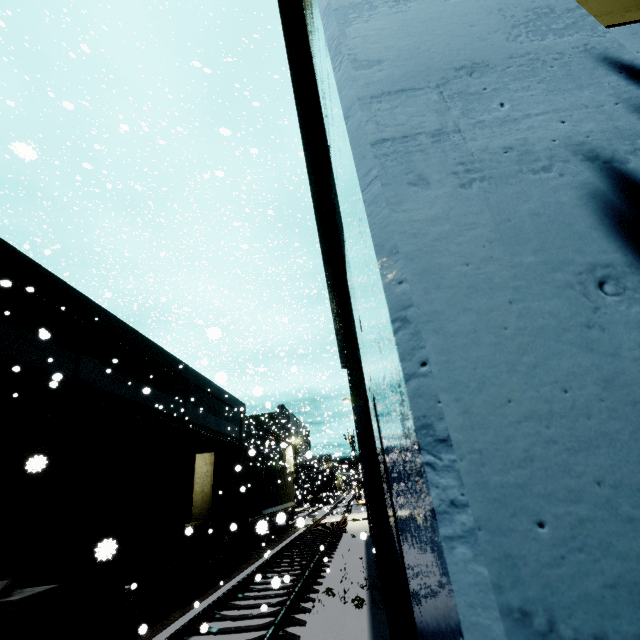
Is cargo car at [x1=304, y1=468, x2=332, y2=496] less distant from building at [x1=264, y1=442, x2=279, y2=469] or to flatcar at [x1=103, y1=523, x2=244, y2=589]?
building at [x1=264, y1=442, x2=279, y2=469]

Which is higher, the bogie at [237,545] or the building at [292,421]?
the building at [292,421]

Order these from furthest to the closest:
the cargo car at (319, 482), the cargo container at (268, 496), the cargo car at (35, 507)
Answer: the cargo car at (319, 482)
the cargo container at (268, 496)
the cargo car at (35, 507)

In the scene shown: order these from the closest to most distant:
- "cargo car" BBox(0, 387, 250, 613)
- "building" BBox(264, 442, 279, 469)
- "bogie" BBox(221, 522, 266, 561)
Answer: "bogie" BBox(221, 522, 266, 561) < "cargo car" BBox(0, 387, 250, 613) < "building" BBox(264, 442, 279, 469)

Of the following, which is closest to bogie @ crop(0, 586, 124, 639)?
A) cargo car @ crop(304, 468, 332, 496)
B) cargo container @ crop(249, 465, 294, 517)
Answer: cargo container @ crop(249, 465, 294, 517)

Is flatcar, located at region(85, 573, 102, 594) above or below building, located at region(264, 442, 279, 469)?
below

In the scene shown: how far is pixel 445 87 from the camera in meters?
1.1

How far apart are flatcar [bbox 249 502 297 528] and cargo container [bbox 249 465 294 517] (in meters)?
0.01
